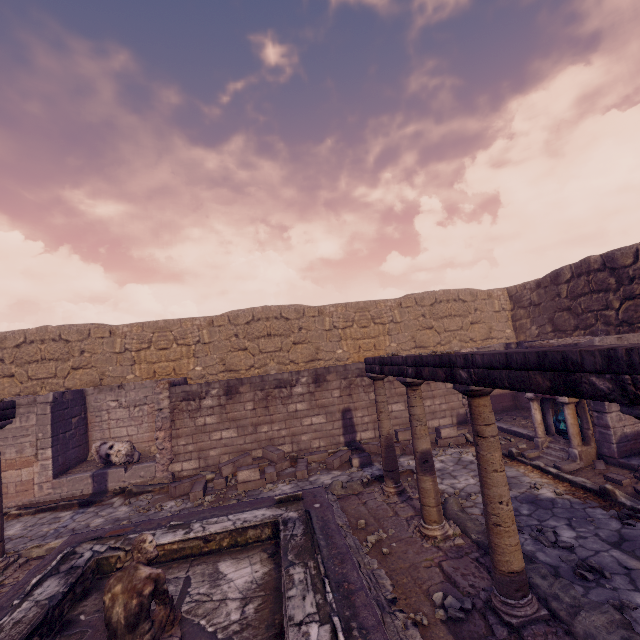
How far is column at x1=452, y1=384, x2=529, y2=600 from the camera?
3.4 meters

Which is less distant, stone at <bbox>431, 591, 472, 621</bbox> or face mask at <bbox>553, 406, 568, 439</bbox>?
stone at <bbox>431, 591, 472, 621</bbox>

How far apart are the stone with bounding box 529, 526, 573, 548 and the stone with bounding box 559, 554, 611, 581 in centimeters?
27cm

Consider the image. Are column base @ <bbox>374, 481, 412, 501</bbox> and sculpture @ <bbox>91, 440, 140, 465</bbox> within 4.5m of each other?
no

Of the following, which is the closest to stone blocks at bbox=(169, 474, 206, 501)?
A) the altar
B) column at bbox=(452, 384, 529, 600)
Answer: column at bbox=(452, 384, 529, 600)

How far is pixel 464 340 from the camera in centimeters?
1412cm

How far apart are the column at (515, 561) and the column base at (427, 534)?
0.9m

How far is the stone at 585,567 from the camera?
3.81m
